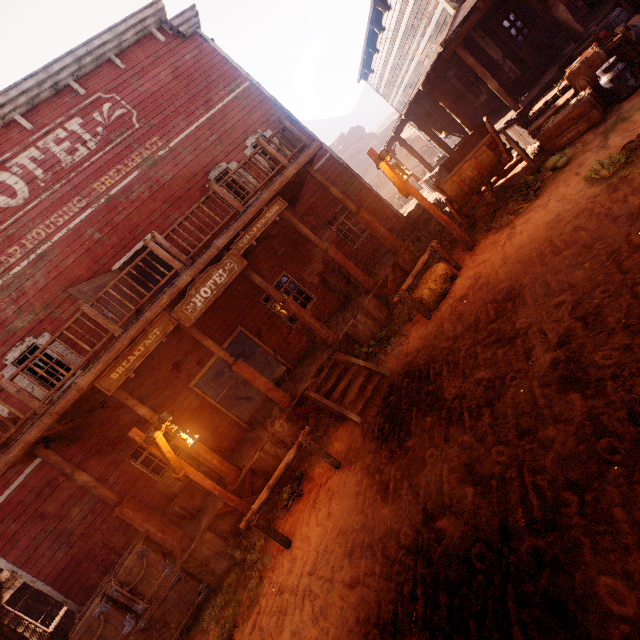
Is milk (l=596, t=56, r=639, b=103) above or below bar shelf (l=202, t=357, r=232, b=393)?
below

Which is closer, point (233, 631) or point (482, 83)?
point (233, 631)

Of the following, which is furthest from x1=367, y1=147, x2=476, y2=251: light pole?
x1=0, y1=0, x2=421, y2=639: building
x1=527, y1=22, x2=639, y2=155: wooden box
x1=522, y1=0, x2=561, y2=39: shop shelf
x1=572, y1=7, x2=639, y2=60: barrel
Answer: x1=522, y1=0, x2=561, y2=39: shop shelf

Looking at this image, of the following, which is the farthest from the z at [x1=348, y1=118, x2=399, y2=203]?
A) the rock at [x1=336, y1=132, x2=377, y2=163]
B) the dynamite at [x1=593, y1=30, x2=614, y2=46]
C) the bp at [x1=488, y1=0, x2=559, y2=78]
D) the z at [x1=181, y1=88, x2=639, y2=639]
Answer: the dynamite at [x1=593, y1=30, x2=614, y2=46]

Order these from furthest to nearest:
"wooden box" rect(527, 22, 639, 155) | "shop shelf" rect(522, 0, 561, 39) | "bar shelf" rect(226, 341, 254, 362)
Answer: "bar shelf" rect(226, 341, 254, 362) → "shop shelf" rect(522, 0, 561, 39) → "wooden box" rect(527, 22, 639, 155)

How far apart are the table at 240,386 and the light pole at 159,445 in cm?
1246

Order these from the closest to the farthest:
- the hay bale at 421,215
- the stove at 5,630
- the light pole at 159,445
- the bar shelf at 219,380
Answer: the light pole at 159,445, the stove at 5,630, the hay bale at 421,215, the bar shelf at 219,380

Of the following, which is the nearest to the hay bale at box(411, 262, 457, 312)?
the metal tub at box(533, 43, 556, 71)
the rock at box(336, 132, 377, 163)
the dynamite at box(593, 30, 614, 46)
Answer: the dynamite at box(593, 30, 614, 46)
